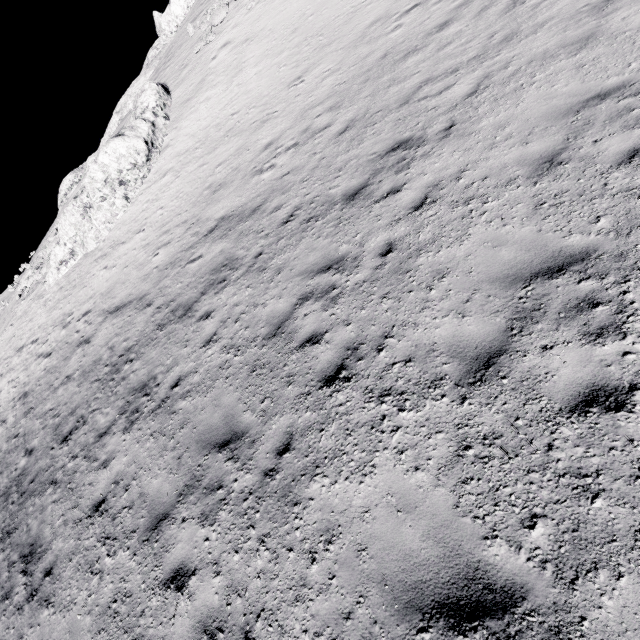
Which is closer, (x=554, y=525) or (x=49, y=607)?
(x=554, y=525)
